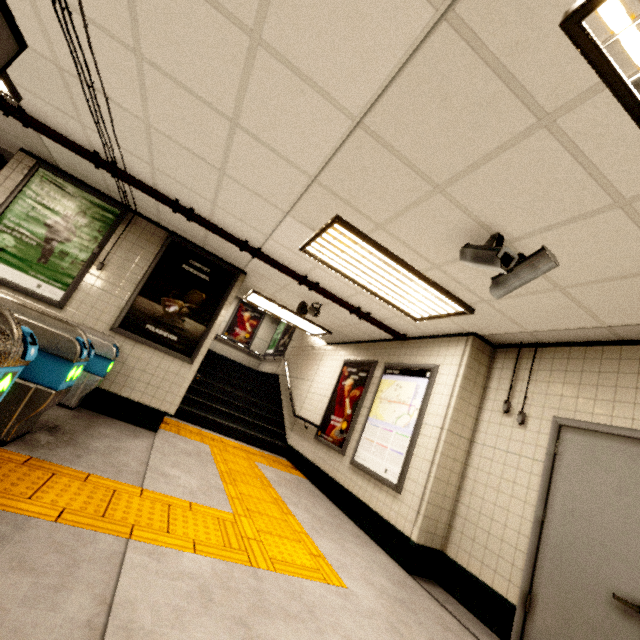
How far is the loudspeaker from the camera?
5.57m

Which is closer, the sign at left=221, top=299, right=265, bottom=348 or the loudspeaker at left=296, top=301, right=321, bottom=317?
the loudspeaker at left=296, top=301, right=321, bottom=317

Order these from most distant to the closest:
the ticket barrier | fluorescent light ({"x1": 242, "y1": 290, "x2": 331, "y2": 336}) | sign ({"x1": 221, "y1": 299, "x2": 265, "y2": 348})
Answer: sign ({"x1": 221, "y1": 299, "x2": 265, "y2": 348}), fluorescent light ({"x1": 242, "y1": 290, "x2": 331, "y2": 336}), the ticket barrier

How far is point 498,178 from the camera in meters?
2.1 m

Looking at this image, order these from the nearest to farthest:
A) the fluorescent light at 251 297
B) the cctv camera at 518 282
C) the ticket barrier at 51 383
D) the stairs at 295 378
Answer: the ticket barrier at 51 383, the cctv camera at 518 282, the fluorescent light at 251 297, the stairs at 295 378

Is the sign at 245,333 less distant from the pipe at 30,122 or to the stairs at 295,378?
the stairs at 295,378

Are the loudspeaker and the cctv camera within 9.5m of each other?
yes

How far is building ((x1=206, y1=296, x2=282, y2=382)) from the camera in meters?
12.4
